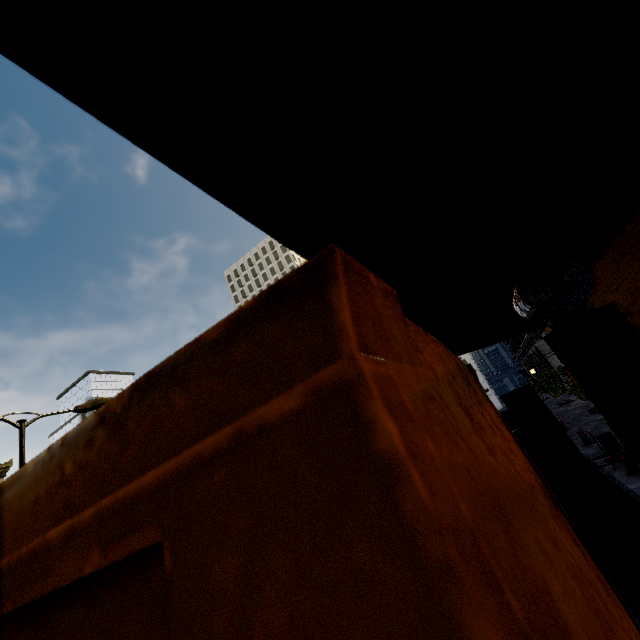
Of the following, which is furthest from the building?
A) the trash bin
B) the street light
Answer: the street light

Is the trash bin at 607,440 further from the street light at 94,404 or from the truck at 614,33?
the street light at 94,404

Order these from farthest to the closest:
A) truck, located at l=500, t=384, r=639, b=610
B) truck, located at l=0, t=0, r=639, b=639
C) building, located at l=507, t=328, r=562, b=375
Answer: building, located at l=507, t=328, r=562, b=375, truck, located at l=500, t=384, r=639, b=610, truck, located at l=0, t=0, r=639, b=639

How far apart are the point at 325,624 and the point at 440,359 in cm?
61

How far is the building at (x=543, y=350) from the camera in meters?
35.3

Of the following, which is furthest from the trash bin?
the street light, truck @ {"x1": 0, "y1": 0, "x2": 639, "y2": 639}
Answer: the street light

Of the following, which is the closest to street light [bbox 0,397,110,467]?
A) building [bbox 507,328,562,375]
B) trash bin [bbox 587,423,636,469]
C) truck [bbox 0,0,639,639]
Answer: truck [bbox 0,0,639,639]

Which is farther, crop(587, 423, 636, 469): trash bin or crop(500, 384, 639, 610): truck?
crop(587, 423, 636, 469): trash bin
